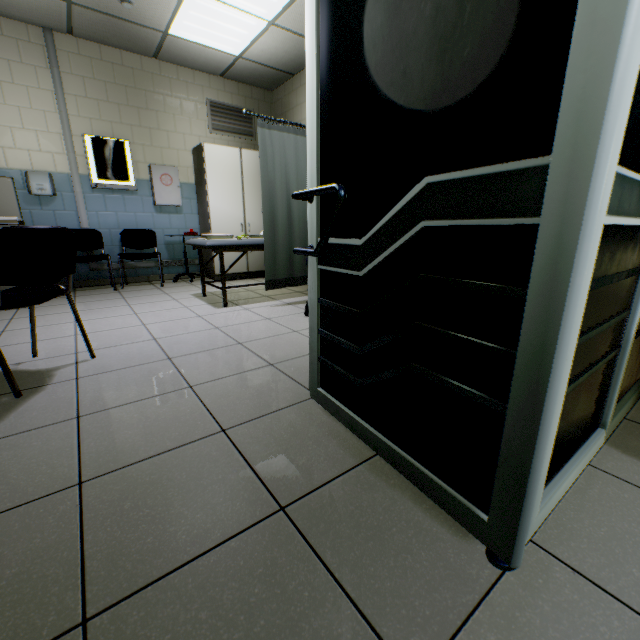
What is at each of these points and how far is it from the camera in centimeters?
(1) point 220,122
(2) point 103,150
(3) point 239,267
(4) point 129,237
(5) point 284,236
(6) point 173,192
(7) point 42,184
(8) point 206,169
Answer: (1) ventilation grill, 549cm
(2) negatoscope, 458cm
(3) laboratory table, 564cm
(4) chair, 491cm
(5) medical screen, 357cm
(6) cabinet, 514cm
(7) hand dryer, 420cm
(8) cabinet, 498cm

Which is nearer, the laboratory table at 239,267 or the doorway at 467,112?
the doorway at 467,112

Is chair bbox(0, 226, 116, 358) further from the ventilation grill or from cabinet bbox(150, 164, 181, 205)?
the ventilation grill

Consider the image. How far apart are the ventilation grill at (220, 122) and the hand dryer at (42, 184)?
2.4m

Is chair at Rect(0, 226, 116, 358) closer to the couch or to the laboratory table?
the couch

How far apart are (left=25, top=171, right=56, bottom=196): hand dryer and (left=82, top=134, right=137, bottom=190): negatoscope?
0.4m

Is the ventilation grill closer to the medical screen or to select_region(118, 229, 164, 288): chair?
select_region(118, 229, 164, 288): chair

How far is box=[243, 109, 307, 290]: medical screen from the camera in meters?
3.2 m
